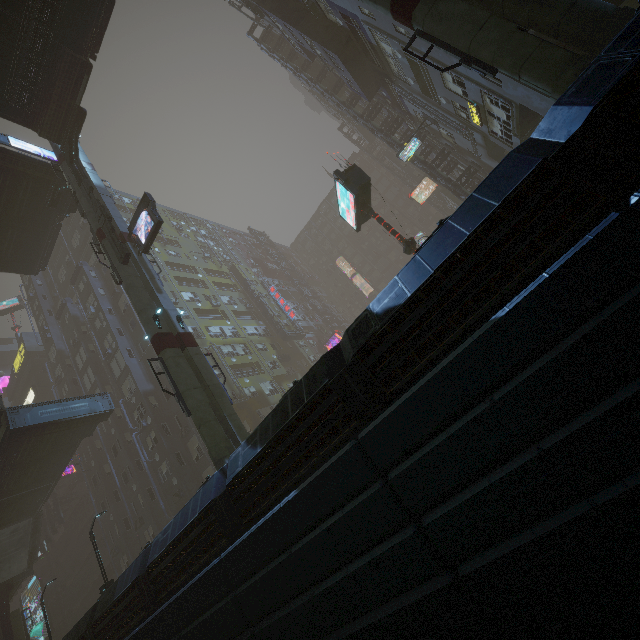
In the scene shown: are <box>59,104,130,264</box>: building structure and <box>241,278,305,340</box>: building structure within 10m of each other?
no

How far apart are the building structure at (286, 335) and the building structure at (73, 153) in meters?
26.7 m

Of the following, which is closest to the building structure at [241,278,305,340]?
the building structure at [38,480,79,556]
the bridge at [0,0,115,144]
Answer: the bridge at [0,0,115,144]

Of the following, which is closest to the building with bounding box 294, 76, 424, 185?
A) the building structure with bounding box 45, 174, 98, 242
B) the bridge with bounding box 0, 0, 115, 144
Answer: the bridge with bounding box 0, 0, 115, 144

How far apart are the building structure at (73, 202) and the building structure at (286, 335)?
25.4m

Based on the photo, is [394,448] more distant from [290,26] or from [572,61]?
[290,26]

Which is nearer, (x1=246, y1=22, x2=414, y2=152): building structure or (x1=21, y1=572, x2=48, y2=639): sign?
(x1=246, y1=22, x2=414, y2=152): building structure

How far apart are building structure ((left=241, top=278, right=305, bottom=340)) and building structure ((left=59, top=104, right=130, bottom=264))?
26.7 meters
